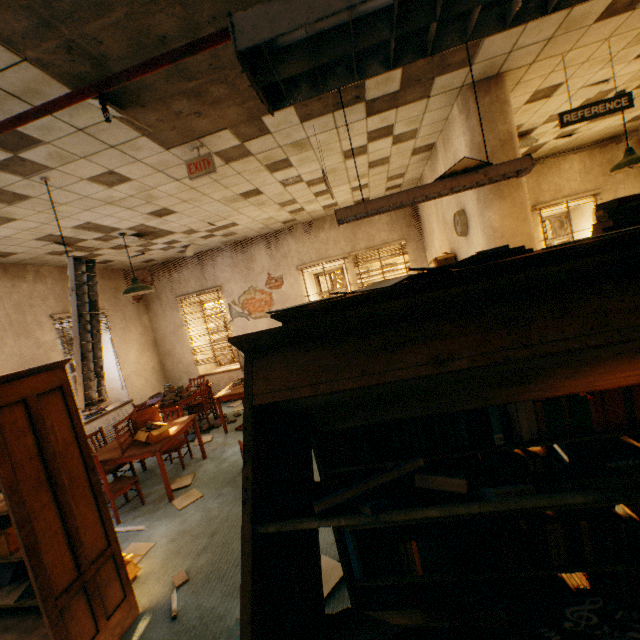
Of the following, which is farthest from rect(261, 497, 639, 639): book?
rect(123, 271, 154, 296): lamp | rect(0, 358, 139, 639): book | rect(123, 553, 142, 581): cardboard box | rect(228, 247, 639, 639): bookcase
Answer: rect(123, 271, 154, 296): lamp

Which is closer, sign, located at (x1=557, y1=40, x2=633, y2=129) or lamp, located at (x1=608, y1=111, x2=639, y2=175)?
sign, located at (x1=557, y1=40, x2=633, y2=129)

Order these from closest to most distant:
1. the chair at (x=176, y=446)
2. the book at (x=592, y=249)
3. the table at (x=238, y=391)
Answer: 1. the book at (x=592, y=249)
2. the chair at (x=176, y=446)
3. the table at (x=238, y=391)

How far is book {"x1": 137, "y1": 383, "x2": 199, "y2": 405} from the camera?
6.62m

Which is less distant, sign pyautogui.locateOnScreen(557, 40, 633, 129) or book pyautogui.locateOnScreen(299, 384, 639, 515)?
Result: book pyautogui.locateOnScreen(299, 384, 639, 515)

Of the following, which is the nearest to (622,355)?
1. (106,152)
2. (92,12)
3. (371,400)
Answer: (371,400)

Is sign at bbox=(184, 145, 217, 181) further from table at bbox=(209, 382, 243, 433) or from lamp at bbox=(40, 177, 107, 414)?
table at bbox=(209, 382, 243, 433)

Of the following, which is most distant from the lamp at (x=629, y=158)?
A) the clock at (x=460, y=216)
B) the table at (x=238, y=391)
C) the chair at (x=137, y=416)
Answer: the chair at (x=137, y=416)
